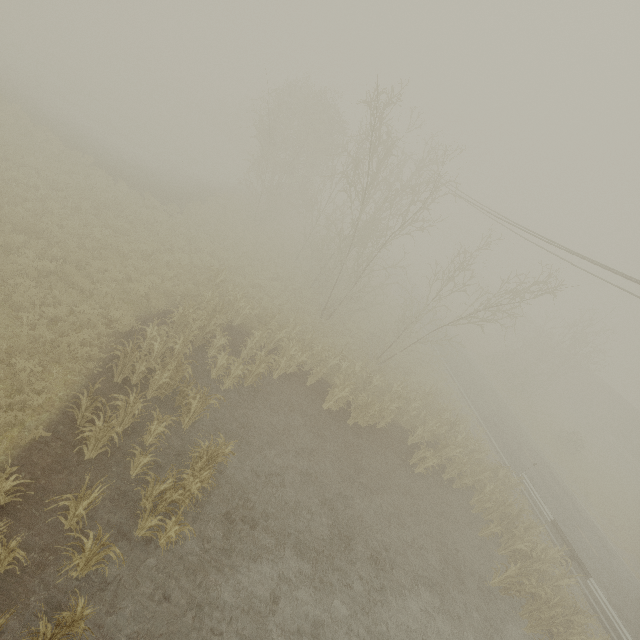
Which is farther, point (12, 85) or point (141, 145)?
point (141, 145)

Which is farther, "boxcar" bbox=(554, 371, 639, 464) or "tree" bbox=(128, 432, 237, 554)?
"boxcar" bbox=(554, 371, 639, 464)

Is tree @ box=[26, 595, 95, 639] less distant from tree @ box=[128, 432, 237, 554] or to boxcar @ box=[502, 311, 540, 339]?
tree @ box=[128, 432, 237, 554]

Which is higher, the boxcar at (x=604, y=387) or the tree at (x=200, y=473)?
the boxcar at (x=604, y=387)

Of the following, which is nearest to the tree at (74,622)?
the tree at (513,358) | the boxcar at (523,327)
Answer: the tree at (513,358)

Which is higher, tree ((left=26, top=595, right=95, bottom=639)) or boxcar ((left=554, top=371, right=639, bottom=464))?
boxcar ((left=554, top=371, right=639, bottom=464))

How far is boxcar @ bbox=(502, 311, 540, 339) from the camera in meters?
50.7 m

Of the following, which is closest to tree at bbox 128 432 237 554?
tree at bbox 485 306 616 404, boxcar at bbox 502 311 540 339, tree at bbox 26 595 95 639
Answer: tree at bbox 26 595 95 639
